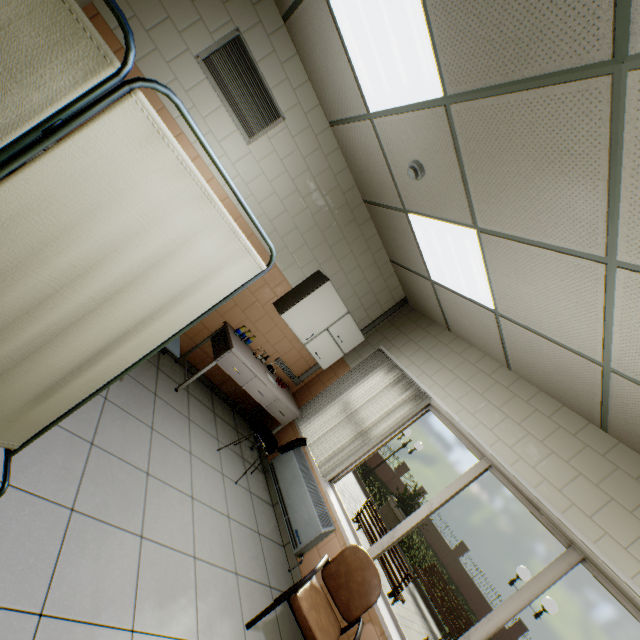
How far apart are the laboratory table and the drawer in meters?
0.0 m

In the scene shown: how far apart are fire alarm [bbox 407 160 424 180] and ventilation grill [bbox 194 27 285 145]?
1.6 meters

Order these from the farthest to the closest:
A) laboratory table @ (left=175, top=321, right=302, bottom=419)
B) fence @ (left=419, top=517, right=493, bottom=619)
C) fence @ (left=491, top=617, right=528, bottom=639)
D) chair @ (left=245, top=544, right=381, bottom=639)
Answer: fence @ (left=419, top=517, right=493, bottom=619), fence @ (left=491, top=617, right=528, bottom=639), laboratory table @ (left=175, top=321, right=302, bottom=419), chair @ (left=245, top=544, right=381, bottom=639)

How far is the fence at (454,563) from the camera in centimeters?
1966cm

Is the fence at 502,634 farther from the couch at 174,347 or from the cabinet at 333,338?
the couch at 174,347

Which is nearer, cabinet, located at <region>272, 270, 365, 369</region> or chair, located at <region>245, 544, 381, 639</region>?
chair, located at <region>245, 544, 381, 639</region>

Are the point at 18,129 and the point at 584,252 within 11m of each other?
yes

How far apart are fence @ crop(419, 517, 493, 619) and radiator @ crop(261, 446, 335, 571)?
23.9m
